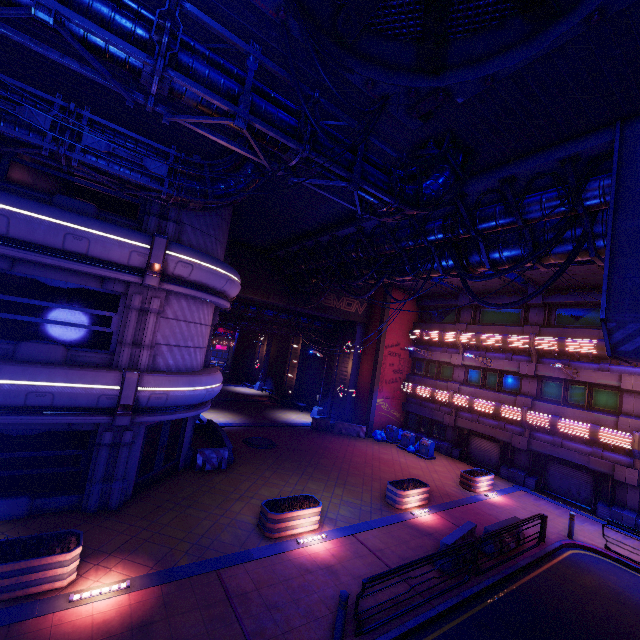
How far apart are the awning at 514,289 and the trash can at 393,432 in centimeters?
1123cm

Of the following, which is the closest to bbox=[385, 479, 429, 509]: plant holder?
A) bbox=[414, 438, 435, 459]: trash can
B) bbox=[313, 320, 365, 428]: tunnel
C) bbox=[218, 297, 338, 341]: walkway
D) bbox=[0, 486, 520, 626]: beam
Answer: bbox=[0, 486, 520, 626]: beam

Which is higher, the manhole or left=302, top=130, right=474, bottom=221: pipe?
left=302, top=130, right=474, bottom=221: pipe

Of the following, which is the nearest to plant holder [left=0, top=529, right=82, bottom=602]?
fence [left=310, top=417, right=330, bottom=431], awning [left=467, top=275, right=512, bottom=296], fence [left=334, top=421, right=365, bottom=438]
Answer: fence [left=310, top=417, right=330, bottom=431]

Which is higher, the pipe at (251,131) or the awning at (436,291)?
the awning at (436,291)

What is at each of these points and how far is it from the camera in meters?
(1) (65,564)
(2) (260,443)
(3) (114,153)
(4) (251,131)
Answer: (1) plant holder, 7.5 m
(2) manhole, 19.8 m
(3) pipe, 8.1 m
(4) pipe, 5.7 m

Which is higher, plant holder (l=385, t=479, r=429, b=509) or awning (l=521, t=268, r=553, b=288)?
awning (l=521, t=268, r=553, b=288)

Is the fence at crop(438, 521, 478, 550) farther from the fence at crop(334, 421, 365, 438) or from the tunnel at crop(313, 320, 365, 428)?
the tunnel at crop(313, 320, 365, 428)
